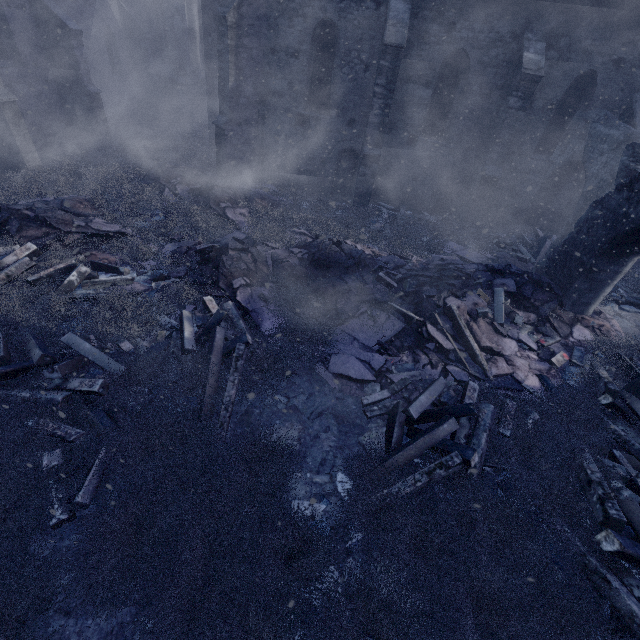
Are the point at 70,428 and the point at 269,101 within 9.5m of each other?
no

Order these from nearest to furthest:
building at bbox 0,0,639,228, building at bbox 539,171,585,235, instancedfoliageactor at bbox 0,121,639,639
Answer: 1. instancedfoliageactor at bbox 0,121,639,639
2. building at bbox 0,0,639,228
3. building at bbox 539,171,585,235

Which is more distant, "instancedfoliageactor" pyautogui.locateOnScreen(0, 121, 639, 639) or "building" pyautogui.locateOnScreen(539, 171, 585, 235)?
"building" pyautogui.locateOnScreen(539, 171, 585, 235)

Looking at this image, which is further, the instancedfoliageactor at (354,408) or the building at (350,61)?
the building at (350,61)

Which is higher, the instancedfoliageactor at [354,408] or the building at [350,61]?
the building at [350,61]

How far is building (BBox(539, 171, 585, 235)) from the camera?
12.3m

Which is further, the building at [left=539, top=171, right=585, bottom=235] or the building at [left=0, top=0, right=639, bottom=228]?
the building at [left=539, top=171, right=585, bottom=235]
